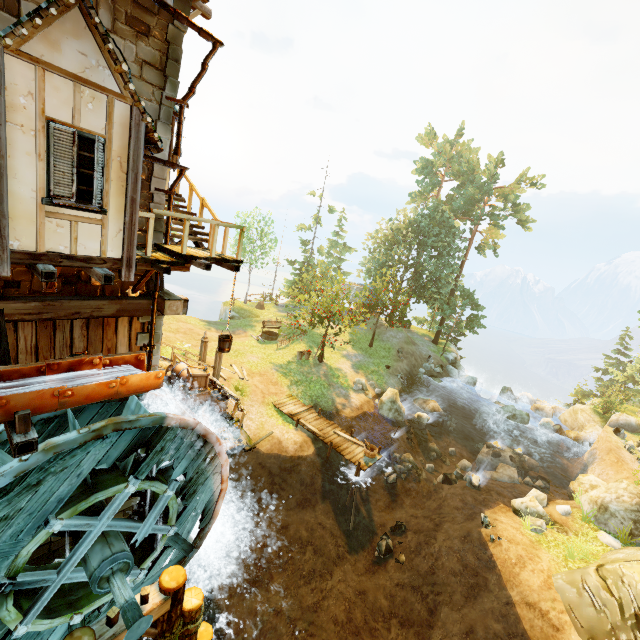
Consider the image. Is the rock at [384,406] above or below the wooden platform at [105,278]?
below

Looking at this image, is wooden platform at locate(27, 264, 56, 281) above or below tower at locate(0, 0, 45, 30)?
below

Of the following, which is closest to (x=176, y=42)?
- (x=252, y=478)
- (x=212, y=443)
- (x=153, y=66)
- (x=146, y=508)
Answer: (x=153, y=66)

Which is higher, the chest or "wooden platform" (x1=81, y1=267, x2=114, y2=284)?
"wooden platform" (x1=81, y1=267, x2=114, y2=284)

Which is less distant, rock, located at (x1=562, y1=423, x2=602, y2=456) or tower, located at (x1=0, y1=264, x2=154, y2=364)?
tower, located at (x1=0, y1=264, x2=154, y2=364)

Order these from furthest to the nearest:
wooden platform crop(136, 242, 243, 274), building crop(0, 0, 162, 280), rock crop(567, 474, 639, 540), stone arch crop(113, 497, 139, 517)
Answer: rock crop(567, 474, 639, 540)
stone arch crop(113, 497, 139, 517)
wooden platform crop(136, 242, 243, 274)
building crop(0, 0, 162, 280)

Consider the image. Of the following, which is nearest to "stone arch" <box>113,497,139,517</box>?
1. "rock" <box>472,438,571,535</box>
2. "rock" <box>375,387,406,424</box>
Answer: "rock" <box>375,387,406,424</box>

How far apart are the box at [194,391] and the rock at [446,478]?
13.7m
